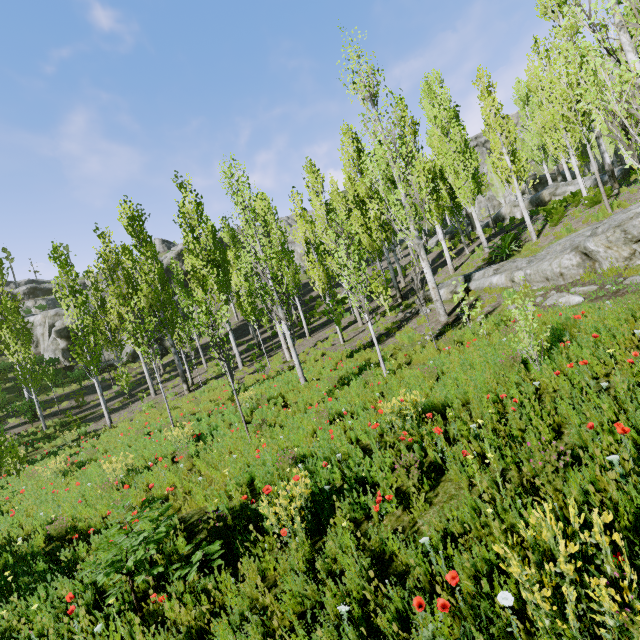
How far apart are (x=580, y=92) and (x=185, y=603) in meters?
10.7

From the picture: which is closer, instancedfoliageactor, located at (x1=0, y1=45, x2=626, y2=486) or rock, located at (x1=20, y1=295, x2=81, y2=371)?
instancedfoliageactor, located at (x1=0, y1=45, x2=626, y2=486)

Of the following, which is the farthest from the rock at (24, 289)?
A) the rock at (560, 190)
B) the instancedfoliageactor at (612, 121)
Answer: the rock at (560, 190)

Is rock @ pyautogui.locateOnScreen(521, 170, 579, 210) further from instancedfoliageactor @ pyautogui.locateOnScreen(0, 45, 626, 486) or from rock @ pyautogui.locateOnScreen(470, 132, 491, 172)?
rock @ pyautogui.locateOnScreen(470, 132, 491, 172)

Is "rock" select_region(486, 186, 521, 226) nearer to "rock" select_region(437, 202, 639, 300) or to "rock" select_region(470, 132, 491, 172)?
→ "rock" select_region(470, 132, 491, 172)

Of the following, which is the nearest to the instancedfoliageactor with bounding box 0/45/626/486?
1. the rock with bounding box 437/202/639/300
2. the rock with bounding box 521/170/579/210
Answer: the rock with bounding box 521/170/579/210

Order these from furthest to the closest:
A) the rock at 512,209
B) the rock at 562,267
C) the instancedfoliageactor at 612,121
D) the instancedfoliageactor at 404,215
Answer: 1. the rock at 512,209
2. the instancedfoliageactor at 404,215
3. the rock at 562,267
4. the instancedfoliageactor at 612,121

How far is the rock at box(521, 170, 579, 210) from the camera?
23.9 meters
